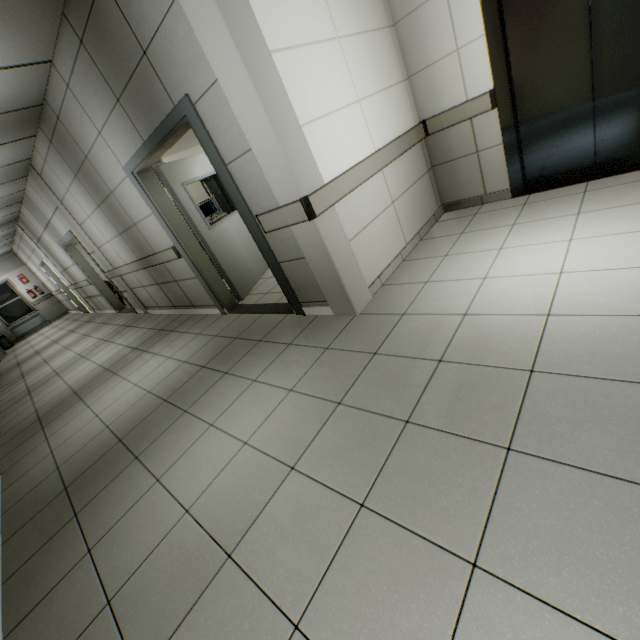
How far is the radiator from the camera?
14.0m

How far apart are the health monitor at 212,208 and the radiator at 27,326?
12.8 meters

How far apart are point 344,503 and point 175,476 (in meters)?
1.34

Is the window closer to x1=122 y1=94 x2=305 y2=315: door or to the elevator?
x1=122 y1=94 x2=305 y2=315: door

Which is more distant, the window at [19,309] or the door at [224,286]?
the window at [19,309]

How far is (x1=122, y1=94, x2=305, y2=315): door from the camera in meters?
2.9 m

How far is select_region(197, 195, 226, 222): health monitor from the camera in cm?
689

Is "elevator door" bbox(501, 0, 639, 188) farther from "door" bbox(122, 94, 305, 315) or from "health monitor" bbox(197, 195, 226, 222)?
"health monitor" bbox(197, 195, 226, 222)
